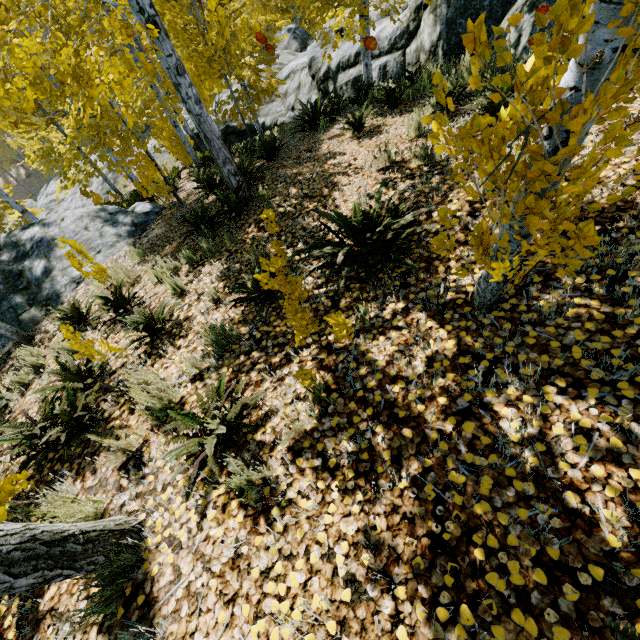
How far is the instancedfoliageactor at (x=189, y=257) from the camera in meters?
5.1

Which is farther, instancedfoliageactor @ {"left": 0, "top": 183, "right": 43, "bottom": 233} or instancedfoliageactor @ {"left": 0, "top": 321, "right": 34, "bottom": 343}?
instancedfoliageactor @ {"left": 0, "top": 183, "right": 43, "bottom": 233}

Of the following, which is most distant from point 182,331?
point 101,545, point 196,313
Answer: point 101,545

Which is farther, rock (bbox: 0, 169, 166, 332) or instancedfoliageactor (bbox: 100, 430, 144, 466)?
rock (bbox: 0, 169, 166, 332)

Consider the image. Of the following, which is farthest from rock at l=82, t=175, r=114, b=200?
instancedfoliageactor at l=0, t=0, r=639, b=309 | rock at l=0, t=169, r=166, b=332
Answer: rock at l=0, t=169, r=166, b=332

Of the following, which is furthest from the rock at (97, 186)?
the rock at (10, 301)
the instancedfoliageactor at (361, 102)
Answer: the rock at (10, 301)

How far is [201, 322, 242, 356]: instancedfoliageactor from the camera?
3.1m
